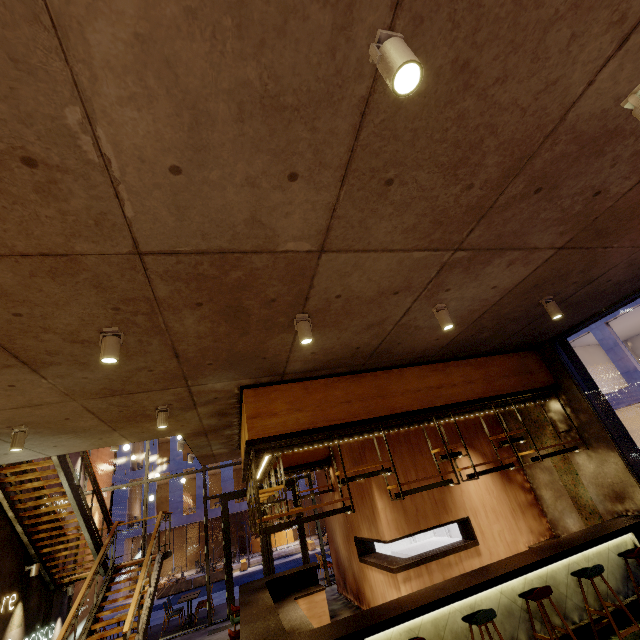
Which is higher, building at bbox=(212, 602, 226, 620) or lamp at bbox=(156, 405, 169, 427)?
lamp at bbox=(156, 405, 169, 427)

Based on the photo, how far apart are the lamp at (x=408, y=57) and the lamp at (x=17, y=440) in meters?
6.5 m

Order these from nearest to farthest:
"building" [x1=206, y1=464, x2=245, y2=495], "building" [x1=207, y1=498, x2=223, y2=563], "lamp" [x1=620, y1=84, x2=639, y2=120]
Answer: "lamp" [x1=620, y1=84, x2=639, y2=120] → "building" [x1=207, y1=498, x2=223, y2=563] → "building" [x1=206, y1=464, x2=245, y2=495]

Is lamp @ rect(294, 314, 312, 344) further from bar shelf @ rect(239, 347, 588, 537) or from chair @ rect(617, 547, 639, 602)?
chair @ rect(617, 547, 639, 602)

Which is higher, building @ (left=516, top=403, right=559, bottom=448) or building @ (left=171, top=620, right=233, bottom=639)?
building @ (left=516, top=403, right=559, bottom=448)

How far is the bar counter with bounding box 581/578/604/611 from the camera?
5.05m

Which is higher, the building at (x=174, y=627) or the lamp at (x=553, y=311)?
the lamp at (x=553, y=311)

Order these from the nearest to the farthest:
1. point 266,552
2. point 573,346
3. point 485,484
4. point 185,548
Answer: point 485,484 → point 266,552 → point 573,346 → point 185,548
